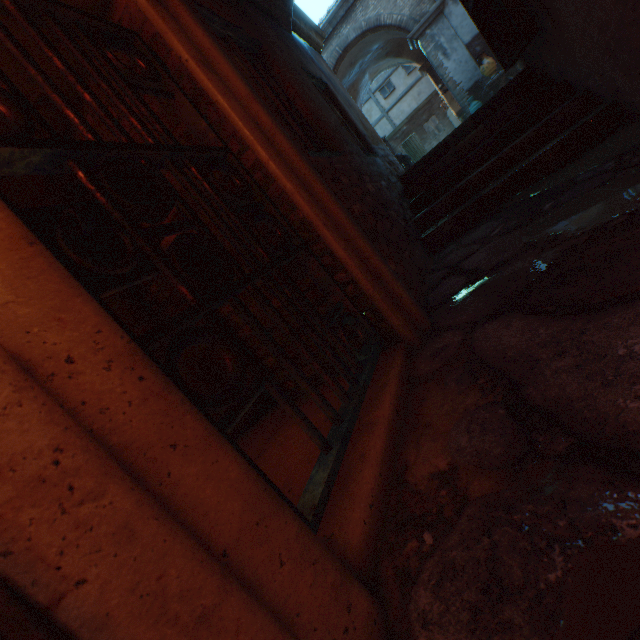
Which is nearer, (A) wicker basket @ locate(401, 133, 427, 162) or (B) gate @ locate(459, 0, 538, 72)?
(B) gate @ locate(459, 0, 538, 72)

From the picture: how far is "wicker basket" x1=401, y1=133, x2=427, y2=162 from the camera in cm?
945

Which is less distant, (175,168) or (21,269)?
(21,269)

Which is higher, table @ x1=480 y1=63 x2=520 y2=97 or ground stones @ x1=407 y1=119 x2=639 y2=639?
table @ x1=480 y1=63 x2=520 y2=97

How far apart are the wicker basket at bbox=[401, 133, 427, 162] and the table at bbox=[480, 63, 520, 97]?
2.5m

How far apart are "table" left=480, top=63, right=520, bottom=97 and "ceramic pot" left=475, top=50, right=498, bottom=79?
0.03m

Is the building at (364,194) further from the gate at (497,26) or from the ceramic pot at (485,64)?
the ceramic pot at (485,64)

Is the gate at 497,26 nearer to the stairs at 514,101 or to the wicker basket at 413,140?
the stairs at 514,101
